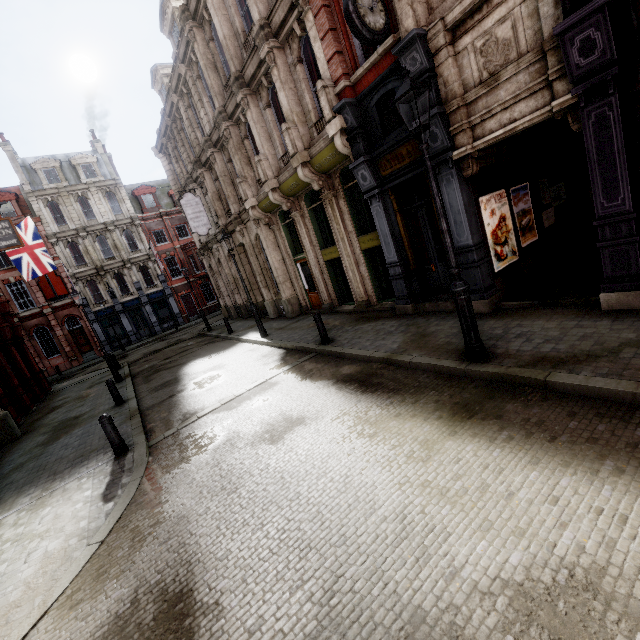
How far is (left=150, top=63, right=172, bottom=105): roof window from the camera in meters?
20.2 m

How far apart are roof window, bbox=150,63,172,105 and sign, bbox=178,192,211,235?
6.16m

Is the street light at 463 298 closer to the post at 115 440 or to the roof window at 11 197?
the post at 115 440

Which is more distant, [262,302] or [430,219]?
[262,302]

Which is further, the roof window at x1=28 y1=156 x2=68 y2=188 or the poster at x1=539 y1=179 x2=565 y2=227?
the roof window at x1=28 y1=156 x2=68 y2=188

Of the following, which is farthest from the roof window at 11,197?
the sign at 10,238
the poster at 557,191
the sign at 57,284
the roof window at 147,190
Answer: the poster at 557,191

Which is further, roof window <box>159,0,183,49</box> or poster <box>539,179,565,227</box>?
roof window <box>159,0,183,49</box>

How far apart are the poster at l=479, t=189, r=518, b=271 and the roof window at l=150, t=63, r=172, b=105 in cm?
2120
